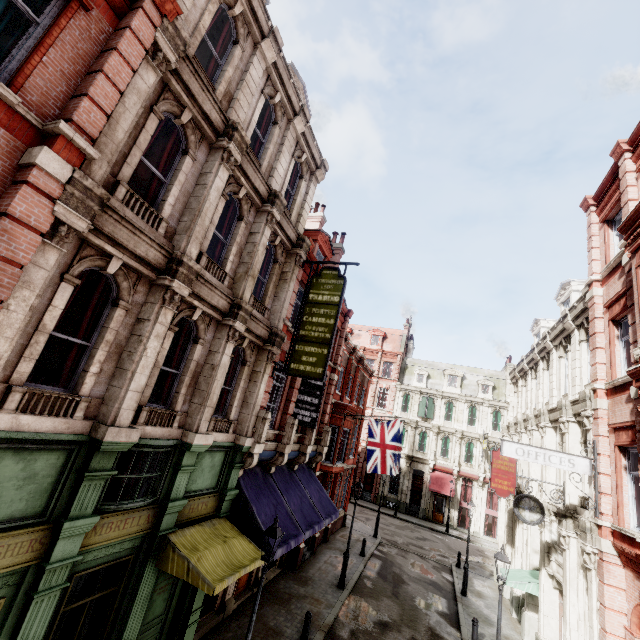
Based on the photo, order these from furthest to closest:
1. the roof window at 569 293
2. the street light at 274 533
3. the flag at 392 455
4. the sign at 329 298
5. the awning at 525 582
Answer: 1. the flag at 392 455
2. the roof window at 569 293
3. the awning at 525 582
4. the sign at 329 298
5. the street light at 274 533

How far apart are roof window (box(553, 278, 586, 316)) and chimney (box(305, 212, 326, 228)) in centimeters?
1492cm

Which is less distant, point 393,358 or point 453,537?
point 453,537

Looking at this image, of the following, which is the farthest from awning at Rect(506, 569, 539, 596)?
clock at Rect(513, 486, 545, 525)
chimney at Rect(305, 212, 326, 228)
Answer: chimney at Rect(305, 212, 326, 228)

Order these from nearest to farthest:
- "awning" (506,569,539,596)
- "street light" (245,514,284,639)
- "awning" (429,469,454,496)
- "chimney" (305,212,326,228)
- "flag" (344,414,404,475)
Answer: "street light" (245,514,284,639) < "awning" (506,569,539,596) < "flag" (344,414,404,475) < "chimney" (305,212,326,228) < "awning" (429,469,454,496)

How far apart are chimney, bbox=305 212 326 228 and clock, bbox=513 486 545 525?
17.0 meters

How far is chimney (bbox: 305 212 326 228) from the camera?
23.1m

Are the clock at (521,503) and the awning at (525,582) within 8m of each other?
yes
